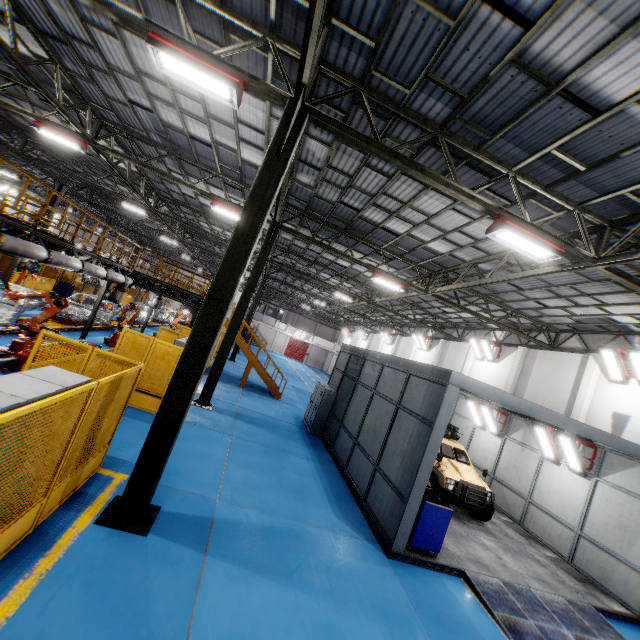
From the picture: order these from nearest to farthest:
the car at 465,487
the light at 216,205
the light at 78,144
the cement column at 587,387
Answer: the car at 465,487 < the light at 78,144 < the light at 216,205 < the cement column at 587,387

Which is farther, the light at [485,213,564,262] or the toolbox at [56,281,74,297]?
the toolbox at [56,281,74,297]

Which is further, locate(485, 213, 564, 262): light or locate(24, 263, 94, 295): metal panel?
locate(24, 263, 94, 295): metal panel

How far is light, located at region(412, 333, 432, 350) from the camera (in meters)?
27.33

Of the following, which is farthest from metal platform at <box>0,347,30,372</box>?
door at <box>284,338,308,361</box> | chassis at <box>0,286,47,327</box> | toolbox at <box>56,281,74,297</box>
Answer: door at <box>284,338,308,361</box>

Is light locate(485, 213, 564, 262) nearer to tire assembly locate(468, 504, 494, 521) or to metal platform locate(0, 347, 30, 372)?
tire assembly locate(468, 504, 494, 521)

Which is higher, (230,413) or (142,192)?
(142,192)

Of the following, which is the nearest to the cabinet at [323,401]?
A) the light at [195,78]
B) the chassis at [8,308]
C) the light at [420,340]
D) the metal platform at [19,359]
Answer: the metal platform at [19,359]
